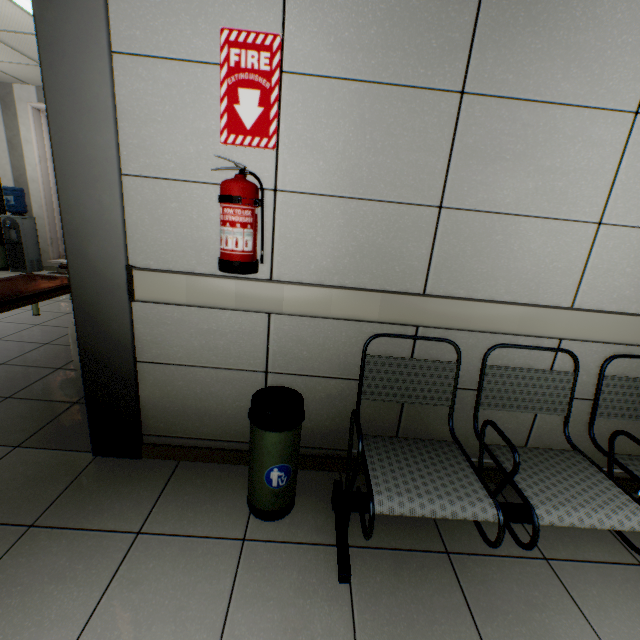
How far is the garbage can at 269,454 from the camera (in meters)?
1.49

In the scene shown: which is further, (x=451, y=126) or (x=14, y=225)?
(x=14, y=225)

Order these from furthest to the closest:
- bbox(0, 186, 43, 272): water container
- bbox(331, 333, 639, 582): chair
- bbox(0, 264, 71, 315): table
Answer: bbox(0, 186, 43, 272): water container → bbox(0, 264, 71, 315): table → bbox(331, 333, 639, 582): chair

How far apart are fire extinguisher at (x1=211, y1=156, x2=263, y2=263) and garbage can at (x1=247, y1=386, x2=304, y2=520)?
0.7 meters

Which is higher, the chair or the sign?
the sign

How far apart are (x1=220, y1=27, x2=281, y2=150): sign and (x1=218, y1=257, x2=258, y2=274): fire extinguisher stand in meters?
0.2 m

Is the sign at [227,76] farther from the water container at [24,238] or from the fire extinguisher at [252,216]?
the water container at [24,238]

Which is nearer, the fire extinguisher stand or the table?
the fire extinguisher stand
